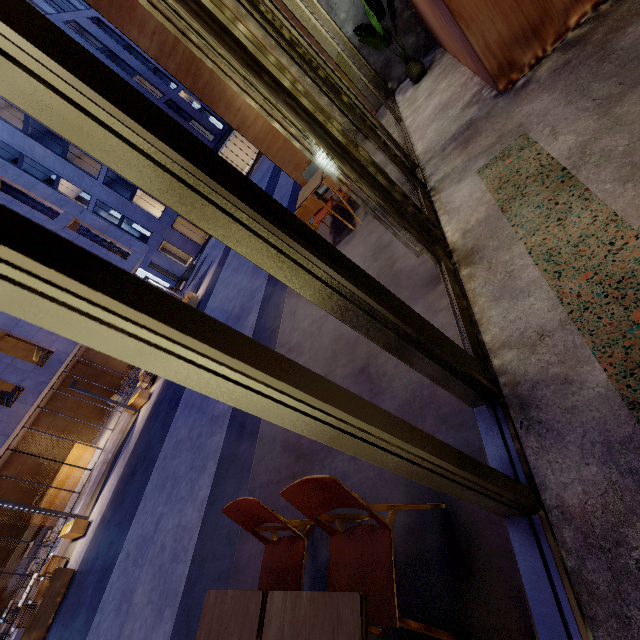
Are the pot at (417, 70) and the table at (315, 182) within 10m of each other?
yes

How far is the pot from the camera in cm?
587

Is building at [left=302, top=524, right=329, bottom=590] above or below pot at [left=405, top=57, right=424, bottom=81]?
below

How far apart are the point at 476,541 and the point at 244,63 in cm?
299

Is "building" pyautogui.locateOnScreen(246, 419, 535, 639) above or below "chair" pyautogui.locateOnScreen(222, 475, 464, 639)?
below

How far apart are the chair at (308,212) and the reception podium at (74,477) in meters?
20.4

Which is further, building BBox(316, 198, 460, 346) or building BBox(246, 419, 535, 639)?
building BBox(316, 198, 460, 346)

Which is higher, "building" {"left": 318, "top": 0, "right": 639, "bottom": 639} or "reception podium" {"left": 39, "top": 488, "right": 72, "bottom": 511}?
"reception podium" {"left": 39, "top": 488, "right": 72, "bottom": 511}
